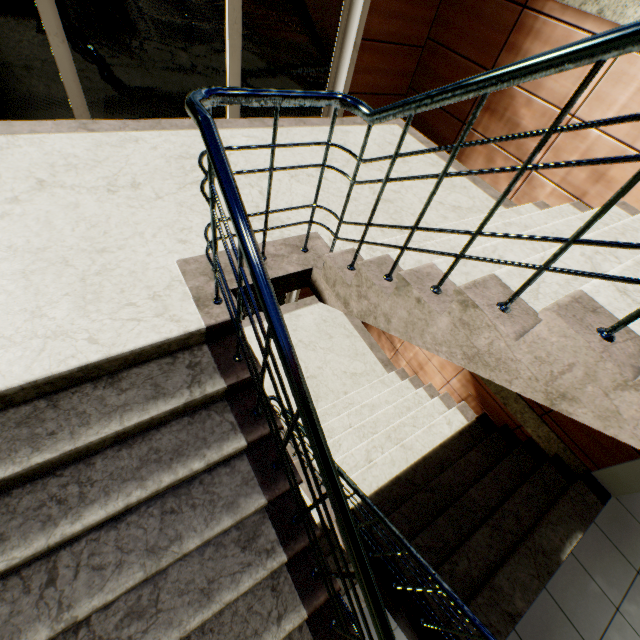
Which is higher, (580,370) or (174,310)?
(580,370)
